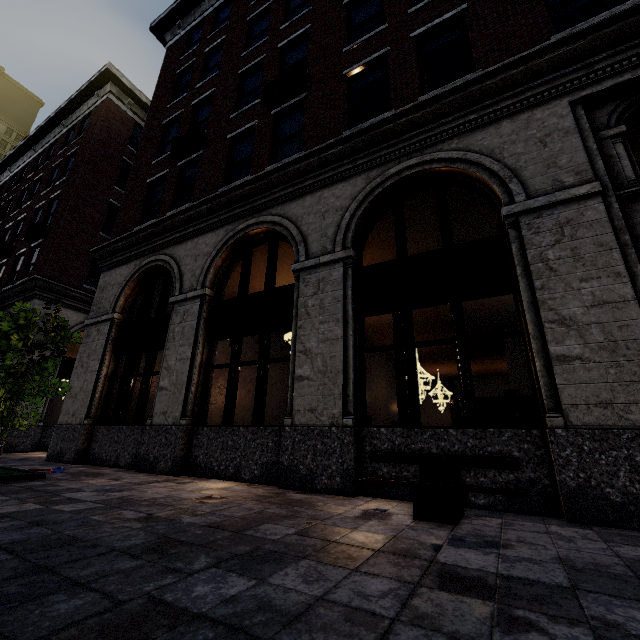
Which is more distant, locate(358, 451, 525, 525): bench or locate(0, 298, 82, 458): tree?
locate(0, 298, 82, 458): tree

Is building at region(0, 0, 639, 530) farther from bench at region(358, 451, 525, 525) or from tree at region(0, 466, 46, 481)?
tree at region(0, 466, 46, 481)

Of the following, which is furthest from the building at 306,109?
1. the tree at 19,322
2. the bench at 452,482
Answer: the tree at 19,322

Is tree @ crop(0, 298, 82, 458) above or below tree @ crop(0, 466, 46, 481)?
above

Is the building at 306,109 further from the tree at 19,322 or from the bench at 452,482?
the tree at 19,322

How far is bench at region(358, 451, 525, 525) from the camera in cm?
346

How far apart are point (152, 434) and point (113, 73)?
20.8 meters

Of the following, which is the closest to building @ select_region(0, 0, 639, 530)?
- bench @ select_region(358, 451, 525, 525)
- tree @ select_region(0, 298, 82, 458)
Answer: bench @ select_region(358, 451, 525, 525)
